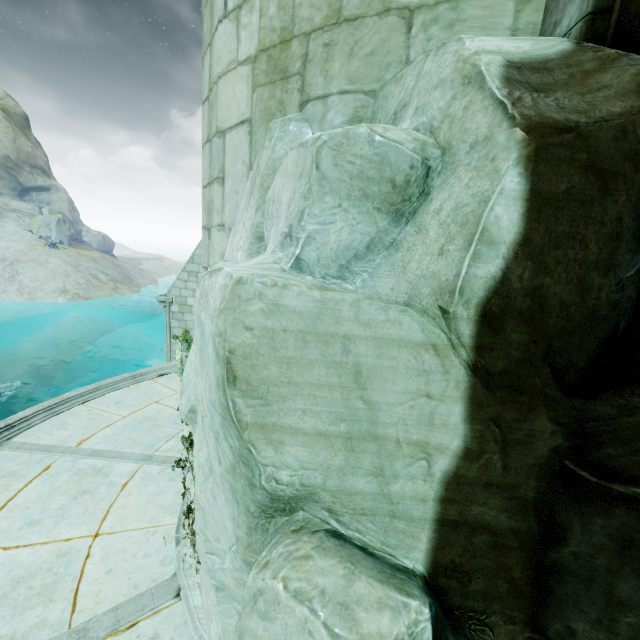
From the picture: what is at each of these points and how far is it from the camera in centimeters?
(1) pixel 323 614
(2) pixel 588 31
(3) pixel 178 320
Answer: (1) rock, 84cm
(2) stone column, 123cm
(3) buttress, 1171cm

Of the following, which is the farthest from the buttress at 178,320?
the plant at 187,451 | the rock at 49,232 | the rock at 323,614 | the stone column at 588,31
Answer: the rock at 49,232

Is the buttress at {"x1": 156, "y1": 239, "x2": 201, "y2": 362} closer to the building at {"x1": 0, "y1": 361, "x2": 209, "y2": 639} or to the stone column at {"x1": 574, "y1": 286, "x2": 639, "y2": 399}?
the building at {"x1": 0, "y1": 361, "x2": 209, "y2": 639}

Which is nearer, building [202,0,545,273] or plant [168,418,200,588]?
building [202,0,545,273]

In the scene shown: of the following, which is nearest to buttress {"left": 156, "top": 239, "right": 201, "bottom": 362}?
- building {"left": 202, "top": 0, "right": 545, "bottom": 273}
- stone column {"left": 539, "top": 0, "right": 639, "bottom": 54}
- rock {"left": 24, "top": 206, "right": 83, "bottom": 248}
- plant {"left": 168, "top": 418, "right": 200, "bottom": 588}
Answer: building {"left": 202, "top": 0, "right": 545, "bottom": 273}

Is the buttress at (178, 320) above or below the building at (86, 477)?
above

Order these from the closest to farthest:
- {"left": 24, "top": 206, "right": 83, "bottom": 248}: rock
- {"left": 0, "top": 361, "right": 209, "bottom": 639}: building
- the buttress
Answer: {"left": 0, "top": 361, "right": 209, "bottom": 639}: building
the buttress
{"left": 24, "top": 206, "right": 83, "bottom": 248}: rock

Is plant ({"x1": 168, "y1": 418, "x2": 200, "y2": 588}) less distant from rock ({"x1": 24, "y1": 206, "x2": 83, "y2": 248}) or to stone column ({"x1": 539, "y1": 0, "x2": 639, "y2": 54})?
stone column ({"x1": 539, "y1": 0, "x2": 639, "y2": 54})
